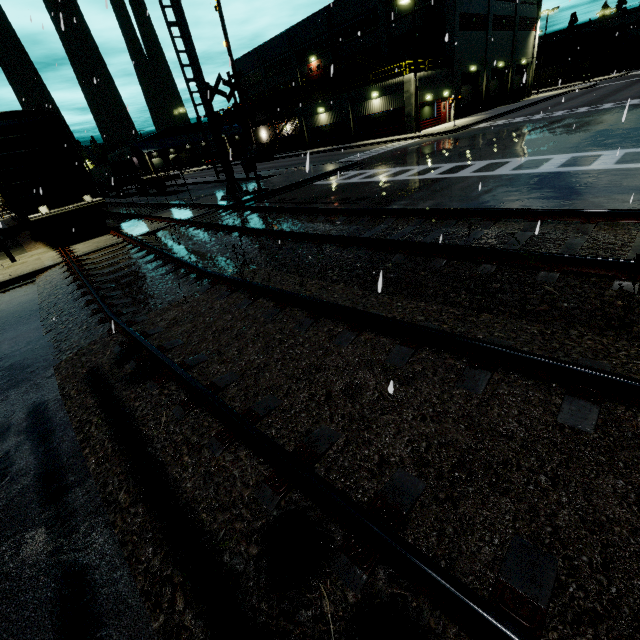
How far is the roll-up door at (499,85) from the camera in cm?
4116

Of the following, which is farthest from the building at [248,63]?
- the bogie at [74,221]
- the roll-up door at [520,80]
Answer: the bogie at [74,221]

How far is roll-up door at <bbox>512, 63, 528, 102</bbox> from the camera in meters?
45.2 m

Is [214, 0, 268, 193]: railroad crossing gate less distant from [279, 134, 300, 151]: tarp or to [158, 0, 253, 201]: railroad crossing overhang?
[158, 0, 253, 201]: railroad crossing overhang

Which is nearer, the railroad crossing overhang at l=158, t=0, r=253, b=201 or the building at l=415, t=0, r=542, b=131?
the railroad crossing overhang at l=158, t=0, r=253, b=201

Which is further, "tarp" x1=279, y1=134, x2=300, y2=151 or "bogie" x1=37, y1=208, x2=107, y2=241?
"tarp" x1=279, y1=134, x2=300, y2=151

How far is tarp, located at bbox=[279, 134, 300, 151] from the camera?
43.75m

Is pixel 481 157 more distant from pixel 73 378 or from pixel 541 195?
pixel 73 378
